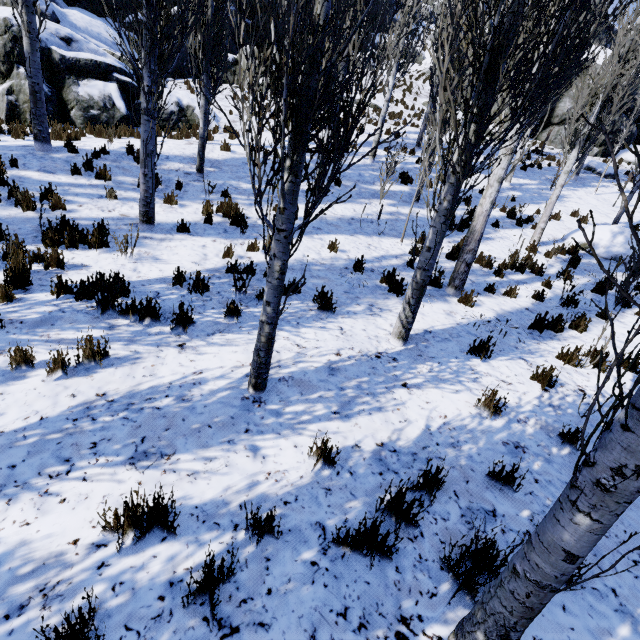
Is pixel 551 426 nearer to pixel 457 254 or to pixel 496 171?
pixel 496 171

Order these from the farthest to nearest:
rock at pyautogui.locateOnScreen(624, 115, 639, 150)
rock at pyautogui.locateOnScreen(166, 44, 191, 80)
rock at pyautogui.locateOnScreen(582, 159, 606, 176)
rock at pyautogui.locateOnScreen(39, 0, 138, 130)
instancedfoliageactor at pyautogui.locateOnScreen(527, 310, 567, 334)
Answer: rock at pyautogui.locateOnScreen(624, 115, 639, 150) < rock at pyautogui.locateOnScreen(582, 159, 606, 176) < rock at pyautogui.locateOnScreen(166, 44, 191, 80) < rock at pyautogui.locateOnScreen(39, 0, 138, 130) < instancedfoliageactor at pyautogui.locateOnScreen(527, 310, 567, 334)

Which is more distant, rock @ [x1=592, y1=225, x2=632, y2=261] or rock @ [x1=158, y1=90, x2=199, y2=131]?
rock @ [x1=158, y1=90, x2=199, y2=131]

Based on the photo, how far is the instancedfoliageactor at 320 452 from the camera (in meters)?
2.98

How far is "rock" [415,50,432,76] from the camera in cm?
2683

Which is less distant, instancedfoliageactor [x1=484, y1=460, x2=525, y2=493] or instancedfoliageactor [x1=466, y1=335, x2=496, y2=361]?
instancedfoliageactor [x1=484, y1=460, x2=525, y2=493]

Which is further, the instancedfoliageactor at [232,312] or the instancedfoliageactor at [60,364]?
the instancedfoliageactor at [232,312]
